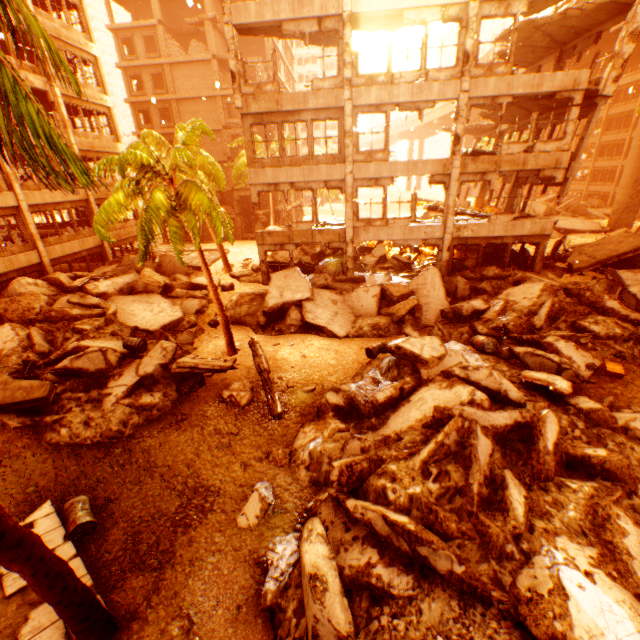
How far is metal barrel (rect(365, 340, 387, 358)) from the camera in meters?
12.5 m

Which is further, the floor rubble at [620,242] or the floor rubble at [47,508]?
the floor rubble at [620,242]

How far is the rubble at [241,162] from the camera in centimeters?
2943cm

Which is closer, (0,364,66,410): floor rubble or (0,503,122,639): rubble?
(0,503,122,639): rubble

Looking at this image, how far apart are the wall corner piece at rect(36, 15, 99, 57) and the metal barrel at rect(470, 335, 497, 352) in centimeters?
2808cm

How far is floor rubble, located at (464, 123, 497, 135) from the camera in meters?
23.3

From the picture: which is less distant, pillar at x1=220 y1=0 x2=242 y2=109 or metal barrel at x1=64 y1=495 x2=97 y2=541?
metal barrel at x1=64 y1=495 x2=97 y2=541

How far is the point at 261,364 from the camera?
11.3 meters
